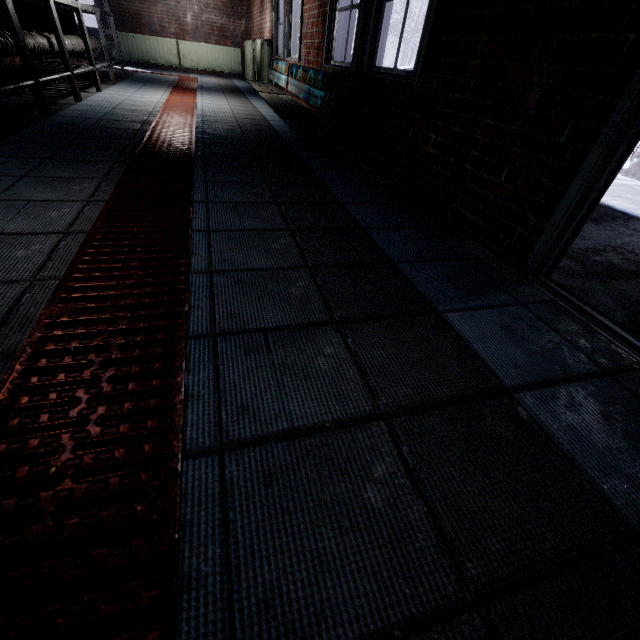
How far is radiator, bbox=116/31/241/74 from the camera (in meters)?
8.07

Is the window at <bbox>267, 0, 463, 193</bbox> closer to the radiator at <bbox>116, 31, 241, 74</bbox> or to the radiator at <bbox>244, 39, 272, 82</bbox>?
the radiator at <bbox>244, 39, 272, 82</bbox>

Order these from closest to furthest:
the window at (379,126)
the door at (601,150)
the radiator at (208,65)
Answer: the door at (601,150)
the window at (379,126)
the radiator at (208,65)

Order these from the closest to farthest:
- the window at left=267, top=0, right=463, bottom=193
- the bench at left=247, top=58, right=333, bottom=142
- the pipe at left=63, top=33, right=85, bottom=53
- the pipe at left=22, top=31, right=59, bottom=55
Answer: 1. the window at left=267, top=0, right=463, bottom=193
2. the bench at left=247, top=58, right=333, bottom=142
3. the pipe at left=22, top=31, right=59, bottom=55
4. the pipe at left=63, top=33, right=85, bottom=53

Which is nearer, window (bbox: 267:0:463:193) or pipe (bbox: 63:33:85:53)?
window (bbox: 267:0:463:193)

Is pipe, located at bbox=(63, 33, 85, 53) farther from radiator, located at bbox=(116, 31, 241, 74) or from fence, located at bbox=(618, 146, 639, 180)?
fence, located at bbox=(618, 146, 639, 180)

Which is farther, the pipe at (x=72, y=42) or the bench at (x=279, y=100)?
the pipe at (x=72, y=42)

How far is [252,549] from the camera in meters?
0.5 m
